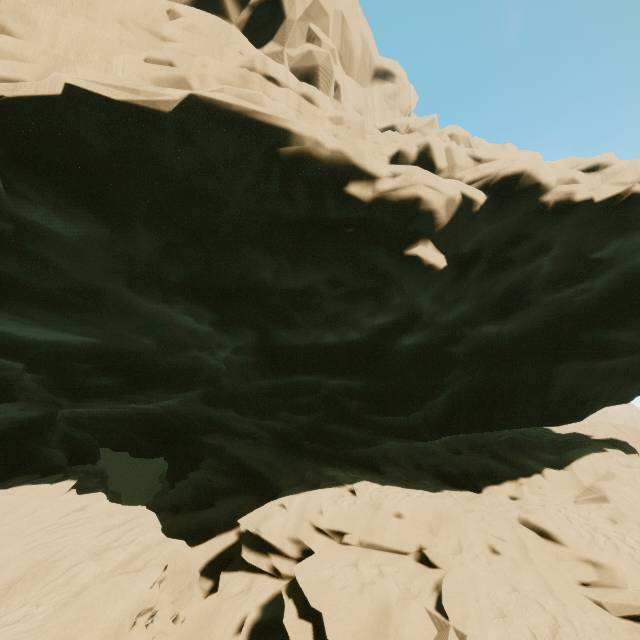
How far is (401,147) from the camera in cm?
837
